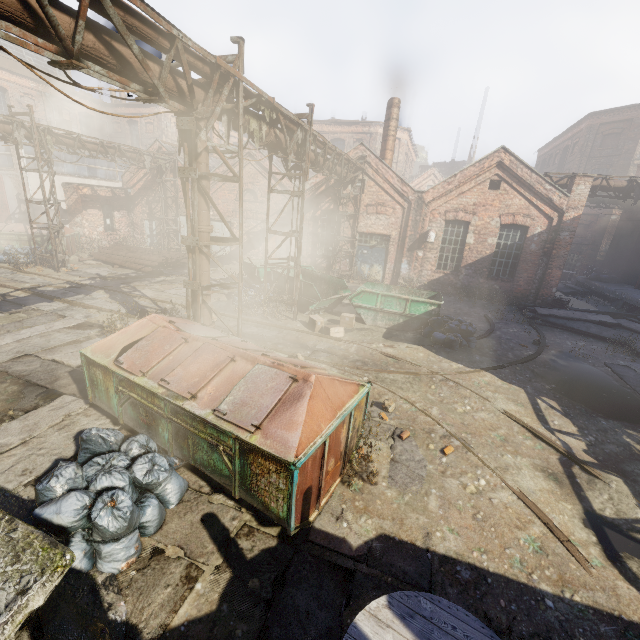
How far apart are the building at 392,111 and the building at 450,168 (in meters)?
29.92

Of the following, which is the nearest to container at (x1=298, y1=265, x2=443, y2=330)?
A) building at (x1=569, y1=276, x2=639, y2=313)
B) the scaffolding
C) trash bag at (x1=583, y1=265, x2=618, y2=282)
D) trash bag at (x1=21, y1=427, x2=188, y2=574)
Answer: the scaffolding

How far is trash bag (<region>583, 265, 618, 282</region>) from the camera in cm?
2114

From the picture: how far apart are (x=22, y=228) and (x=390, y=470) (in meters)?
23.08

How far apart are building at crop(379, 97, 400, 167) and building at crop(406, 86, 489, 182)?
29.9 meters

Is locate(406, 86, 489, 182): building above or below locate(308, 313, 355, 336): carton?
above

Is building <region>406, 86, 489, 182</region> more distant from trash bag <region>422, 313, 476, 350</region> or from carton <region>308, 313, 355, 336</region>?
carton <region>308, 313, 355, 336</region>

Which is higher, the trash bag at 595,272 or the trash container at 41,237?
the trash bag at 595,272
